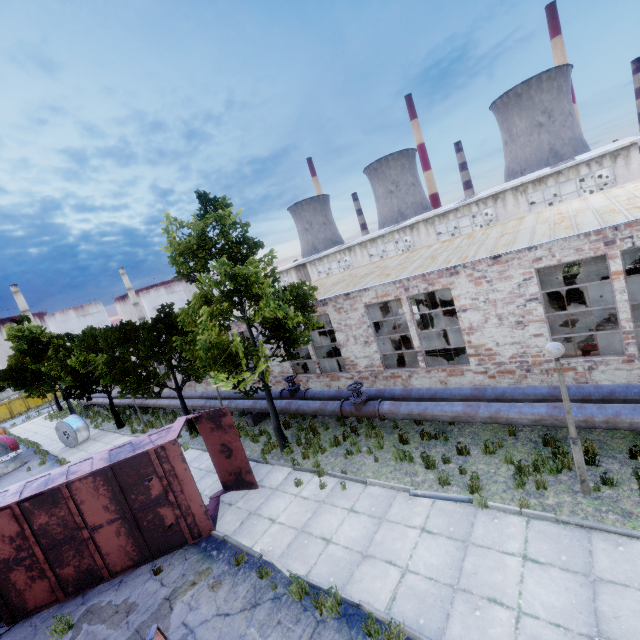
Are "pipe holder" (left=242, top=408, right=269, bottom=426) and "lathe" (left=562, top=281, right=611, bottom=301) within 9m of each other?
no

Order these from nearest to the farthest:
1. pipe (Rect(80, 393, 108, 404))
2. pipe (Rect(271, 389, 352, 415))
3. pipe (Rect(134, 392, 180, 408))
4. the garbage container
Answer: pipe (Rect(271, 389, 352, 415)) → pipe (Rect(134, 392, 180, 408)) → pipe (Rect(80, 393, 108, 404)) → the garbage container

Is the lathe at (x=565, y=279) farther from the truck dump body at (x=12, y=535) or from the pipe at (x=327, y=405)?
the truck dump body at (x=12, y=535)

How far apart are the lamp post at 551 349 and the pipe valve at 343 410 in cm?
520

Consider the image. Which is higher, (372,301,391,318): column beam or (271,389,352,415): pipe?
(372,301,391,318): column beam

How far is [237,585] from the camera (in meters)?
7.43

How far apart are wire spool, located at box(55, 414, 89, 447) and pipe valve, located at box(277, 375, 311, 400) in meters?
16.1

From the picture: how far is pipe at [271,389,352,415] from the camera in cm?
1255
